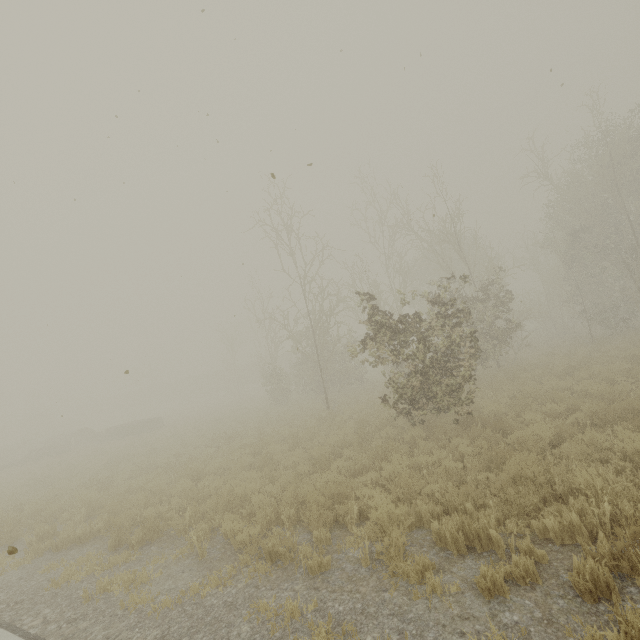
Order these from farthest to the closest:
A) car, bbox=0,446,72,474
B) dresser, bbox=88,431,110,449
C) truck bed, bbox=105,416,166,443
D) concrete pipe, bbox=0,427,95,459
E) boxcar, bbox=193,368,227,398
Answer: boxcar, bbox=193,368,227,398
concrete pipe, bbox=0,427,95,459
dresser, bbox=88,431,110,449
truck bed, bbox=105,416,166,443
car, bbox=0,446,72,474

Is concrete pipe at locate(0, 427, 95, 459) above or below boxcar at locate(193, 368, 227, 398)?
below

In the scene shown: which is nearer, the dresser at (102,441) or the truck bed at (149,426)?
the truck bed at (149,426)

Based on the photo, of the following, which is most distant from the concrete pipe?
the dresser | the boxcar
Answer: the boxcar

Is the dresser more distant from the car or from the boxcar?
the boxcar

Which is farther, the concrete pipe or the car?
the concrete pipe

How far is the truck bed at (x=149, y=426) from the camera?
25.38m

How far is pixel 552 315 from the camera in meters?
33.9
